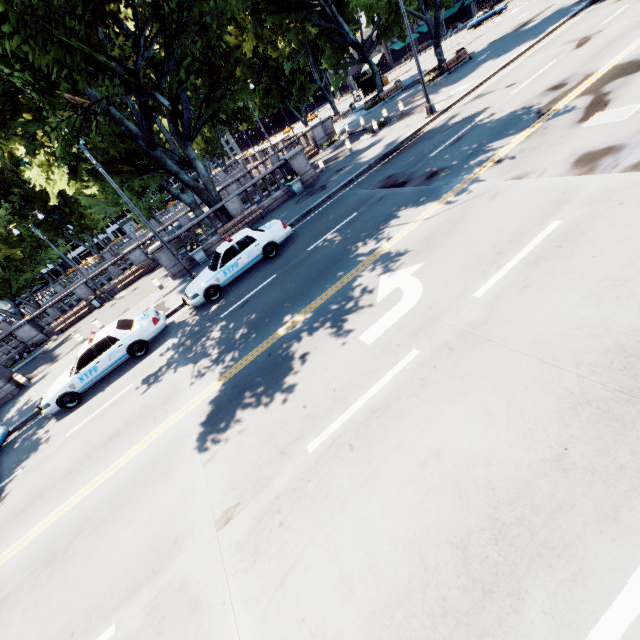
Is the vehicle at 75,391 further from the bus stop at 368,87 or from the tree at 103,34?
the bus stop at 368,87

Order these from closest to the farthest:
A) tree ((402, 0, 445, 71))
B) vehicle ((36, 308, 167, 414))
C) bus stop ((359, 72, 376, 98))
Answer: vehicle ((36, 308, 167, 414))
tree ((402, 0, 445, 71))
bus stop ((359, 72, 376, 98))

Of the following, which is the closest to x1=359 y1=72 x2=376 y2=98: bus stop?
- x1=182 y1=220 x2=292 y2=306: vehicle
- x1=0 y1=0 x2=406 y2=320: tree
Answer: x1=0 y1=0 x2=406 y2=320: tree

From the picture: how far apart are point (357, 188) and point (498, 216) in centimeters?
893cm

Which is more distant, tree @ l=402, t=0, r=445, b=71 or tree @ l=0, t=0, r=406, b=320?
tree @ l=402, t=0, r=445, b=71

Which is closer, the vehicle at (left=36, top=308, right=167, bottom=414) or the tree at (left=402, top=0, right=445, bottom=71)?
the vehicle at (left=36, top=308, right=167, bottom=414)

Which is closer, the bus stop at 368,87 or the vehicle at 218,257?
the vehicle at 218,257

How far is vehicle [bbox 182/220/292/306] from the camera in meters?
12.9 m
